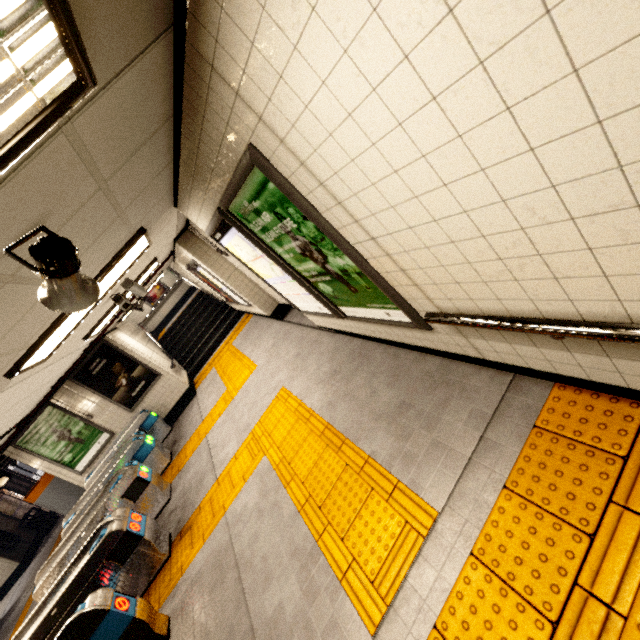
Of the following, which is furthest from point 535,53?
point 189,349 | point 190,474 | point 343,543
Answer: point 189,349

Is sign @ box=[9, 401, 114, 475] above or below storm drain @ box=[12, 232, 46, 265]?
below

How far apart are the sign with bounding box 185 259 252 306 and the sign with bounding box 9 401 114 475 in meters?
4.9

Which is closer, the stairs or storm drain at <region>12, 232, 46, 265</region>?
storm drain at <region>12, 232, 46, 265</region>

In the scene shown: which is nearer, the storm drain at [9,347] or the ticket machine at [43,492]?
the storm drain at [9,347]

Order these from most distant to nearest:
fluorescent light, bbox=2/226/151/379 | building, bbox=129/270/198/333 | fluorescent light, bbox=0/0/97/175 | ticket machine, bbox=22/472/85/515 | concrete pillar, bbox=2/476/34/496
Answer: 1. building, bbox=129/270/198/333
2. concrete pillar, bbox=2/476/34/496
3. ticket machine, bbox=22/472/85/515
4. fluorescent light, bbox=2/226/151/379
5. fluorescent light, bbox=0/0/97/175

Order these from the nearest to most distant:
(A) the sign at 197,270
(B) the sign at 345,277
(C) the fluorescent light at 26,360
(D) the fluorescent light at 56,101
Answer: (D) the fluorescent light at 56,101 → (B) the sign at 345,277 → (C) the fluorescent light at 26,360 → (A) the sign at 197,270

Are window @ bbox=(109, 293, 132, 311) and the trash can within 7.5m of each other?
no
